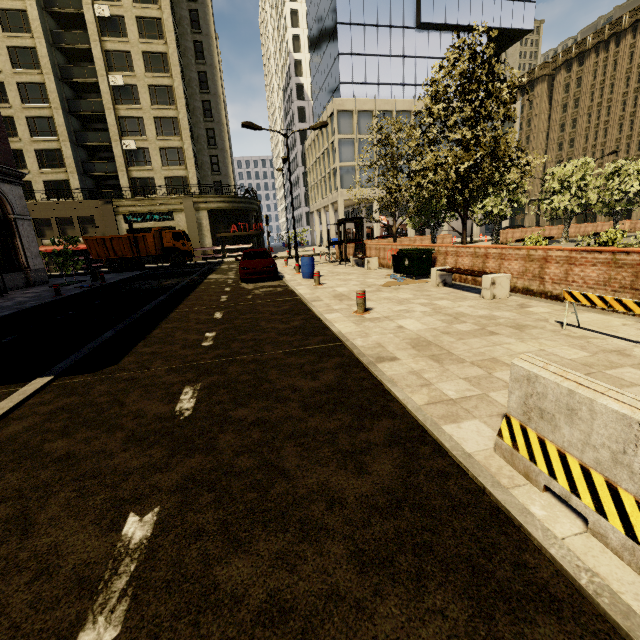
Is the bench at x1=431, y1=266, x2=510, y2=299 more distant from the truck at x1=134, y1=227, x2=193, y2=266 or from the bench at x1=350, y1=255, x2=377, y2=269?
the truck at x1=134, y1=227, x2=193, y2=266

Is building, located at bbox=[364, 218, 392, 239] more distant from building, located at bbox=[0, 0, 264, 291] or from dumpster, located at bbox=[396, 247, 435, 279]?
dumpster, located at bbox=[396, 247, 435, 279]

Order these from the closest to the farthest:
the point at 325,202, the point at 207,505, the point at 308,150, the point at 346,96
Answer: the point at 207,505, the point at 346,96, the point at 325,202, the point at 308,150

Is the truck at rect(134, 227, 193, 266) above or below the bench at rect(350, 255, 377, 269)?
above

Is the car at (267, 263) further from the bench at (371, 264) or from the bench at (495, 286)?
the bench at (495, 286)

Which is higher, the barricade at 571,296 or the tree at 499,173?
the tree at 499,173

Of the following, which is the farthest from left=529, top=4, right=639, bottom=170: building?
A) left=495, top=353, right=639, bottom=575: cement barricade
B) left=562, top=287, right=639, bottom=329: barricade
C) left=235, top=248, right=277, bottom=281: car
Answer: left=495, top=353, right=639, bottom=575: cement barricade

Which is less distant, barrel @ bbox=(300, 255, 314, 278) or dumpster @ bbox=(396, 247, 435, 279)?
dumpster @ bbox=(396, 247, 435, 279)
